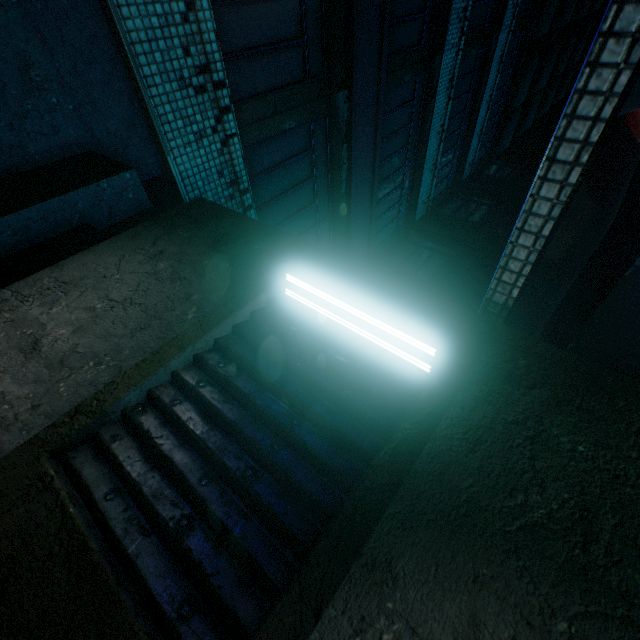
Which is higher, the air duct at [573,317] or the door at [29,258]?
the air duct at [573,317]

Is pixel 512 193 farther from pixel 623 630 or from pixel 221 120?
pixel 623 630

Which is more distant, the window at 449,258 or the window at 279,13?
the window at 449,258

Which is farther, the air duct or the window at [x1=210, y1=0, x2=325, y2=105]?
the window at [x1=210, y1=0, x2=325, y2=105]

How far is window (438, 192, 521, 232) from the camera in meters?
8.5

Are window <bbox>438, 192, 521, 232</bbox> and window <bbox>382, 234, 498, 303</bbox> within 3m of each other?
yes

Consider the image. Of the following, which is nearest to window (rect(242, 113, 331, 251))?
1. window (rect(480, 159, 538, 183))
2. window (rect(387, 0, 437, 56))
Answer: window (rect(387, 0, 437, 56))

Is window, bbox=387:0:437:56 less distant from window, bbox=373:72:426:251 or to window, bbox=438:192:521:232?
window, bbox=373:72:426:251
